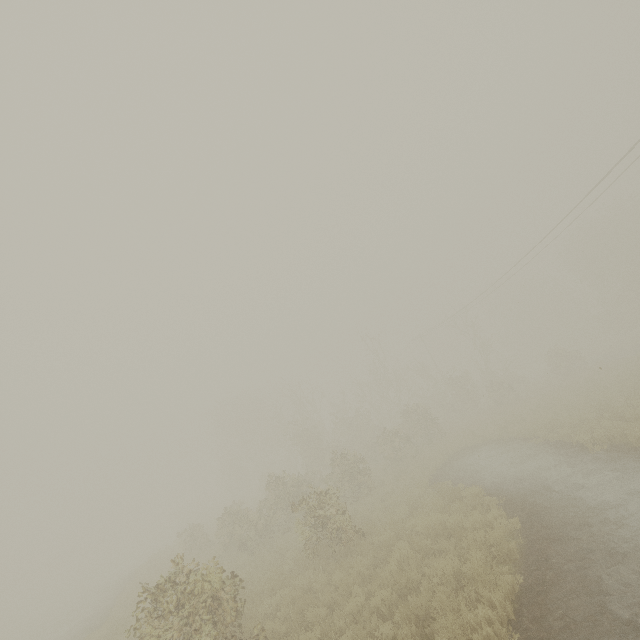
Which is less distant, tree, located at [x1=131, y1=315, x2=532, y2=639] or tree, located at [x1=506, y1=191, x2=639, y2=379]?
tree, located at [x1=131, y1=315, x2=532, y2=639]

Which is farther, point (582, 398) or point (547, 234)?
point (547, 234)

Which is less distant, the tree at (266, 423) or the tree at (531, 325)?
the tree at (266, 423)
